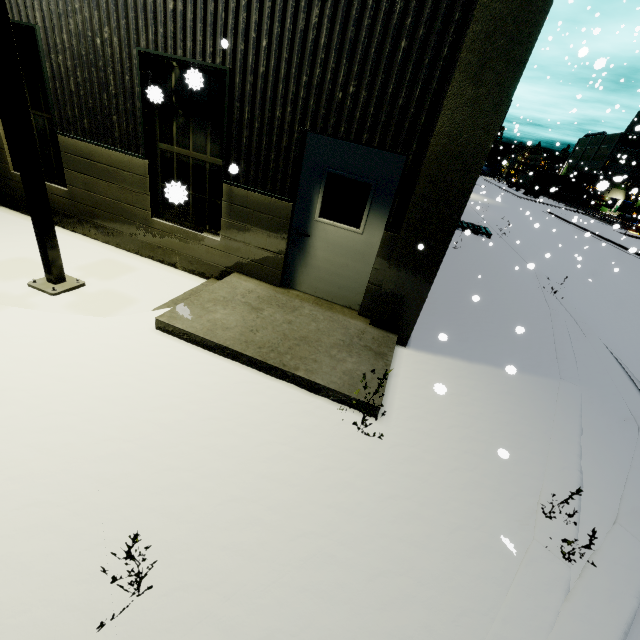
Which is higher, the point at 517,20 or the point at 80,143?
the point at 517,20

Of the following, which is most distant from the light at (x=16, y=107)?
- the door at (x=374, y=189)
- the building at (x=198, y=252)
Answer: the door at (x=374, y=189)

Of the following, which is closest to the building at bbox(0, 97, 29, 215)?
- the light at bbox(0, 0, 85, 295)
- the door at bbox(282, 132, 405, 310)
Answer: the door at bbox(282, 132, 405, 310)

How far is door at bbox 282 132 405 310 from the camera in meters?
4.6 m

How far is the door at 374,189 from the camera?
4.6 meters

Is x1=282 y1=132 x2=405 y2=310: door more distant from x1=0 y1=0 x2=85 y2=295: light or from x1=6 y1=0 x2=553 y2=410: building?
x1=0 y1=0 x2=85 y2=295: light

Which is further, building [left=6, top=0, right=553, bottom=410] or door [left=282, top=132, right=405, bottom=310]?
door [left=282, top=132, right=405, bottom=310]
